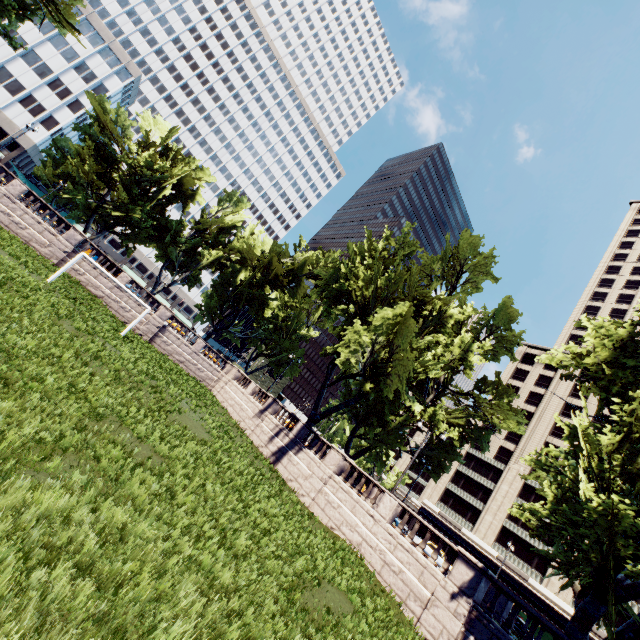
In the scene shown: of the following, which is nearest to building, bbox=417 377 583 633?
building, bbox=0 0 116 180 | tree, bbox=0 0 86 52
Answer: tree, bbox=0 0 86 52

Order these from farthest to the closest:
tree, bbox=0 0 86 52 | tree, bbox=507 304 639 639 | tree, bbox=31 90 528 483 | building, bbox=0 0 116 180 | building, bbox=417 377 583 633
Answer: building, bbox=0 0 116 180, building, bbox=417 377 583 633, tree, bbox=31 90 528 483, tree, bbox=0 0 86 52, tree, bbox=507 304 639 639

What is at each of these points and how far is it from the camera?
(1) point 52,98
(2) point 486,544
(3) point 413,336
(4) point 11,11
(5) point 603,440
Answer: (1) building, 56.5 meters
(2) building, 49.1 meters
(3) tree, 29.1 meters
(4) tree, 29.0 meters
(5) tree, 12.0 meters

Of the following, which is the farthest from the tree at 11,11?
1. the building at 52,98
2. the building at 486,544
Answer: the building at 486,544

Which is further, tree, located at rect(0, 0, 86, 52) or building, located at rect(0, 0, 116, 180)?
building, located at rect(0, 0, 116, 180)

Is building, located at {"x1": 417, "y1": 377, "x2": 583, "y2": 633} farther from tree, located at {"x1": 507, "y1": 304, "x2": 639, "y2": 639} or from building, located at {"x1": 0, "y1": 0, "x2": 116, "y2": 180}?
building, located at {"x1": 0, "y1": 0, "x2": 116, "y2": 180}
